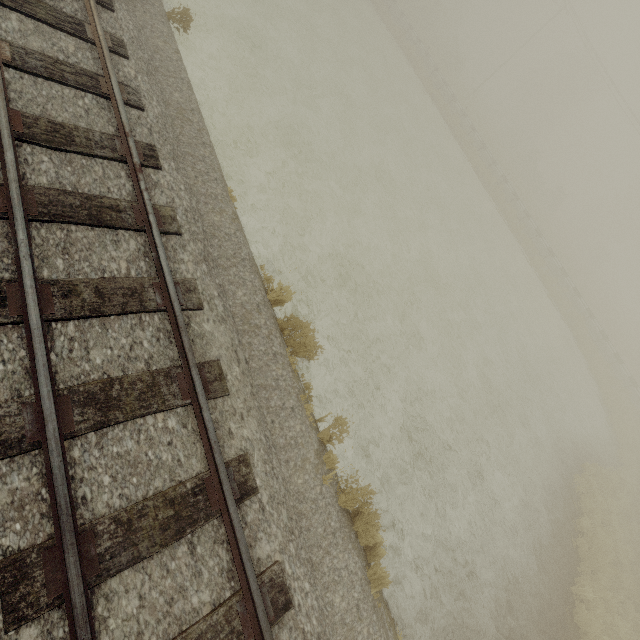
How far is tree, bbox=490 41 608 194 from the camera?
42.72m

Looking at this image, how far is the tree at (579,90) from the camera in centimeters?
4272cm

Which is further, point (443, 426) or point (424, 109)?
point (424, 109)
